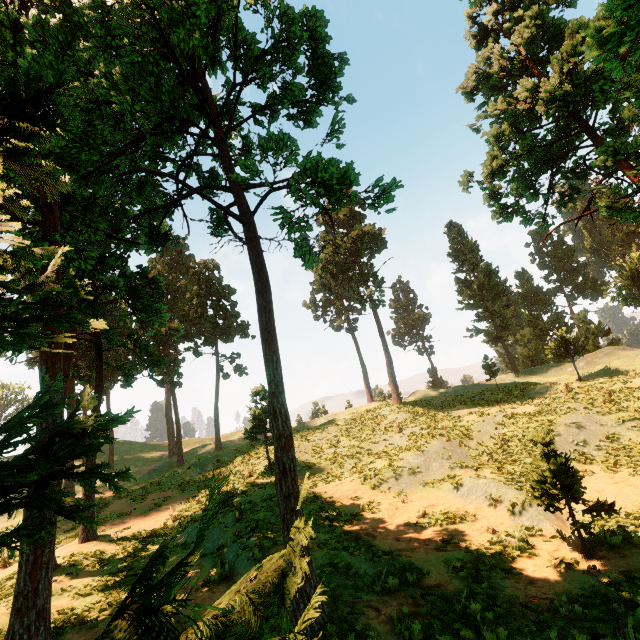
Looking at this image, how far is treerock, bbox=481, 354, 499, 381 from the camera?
34.3 meters

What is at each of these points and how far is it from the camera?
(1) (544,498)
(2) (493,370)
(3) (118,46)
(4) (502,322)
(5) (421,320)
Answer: (1) treerock, 9.6m
(2) treerock, 35.4m
(3) treerock, 9.1m
(4) treerock, 47.8m
(5) treerock, 54.6m

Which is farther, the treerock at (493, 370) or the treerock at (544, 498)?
the treerock at (493, 370)

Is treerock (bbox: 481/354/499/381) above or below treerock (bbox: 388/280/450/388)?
below

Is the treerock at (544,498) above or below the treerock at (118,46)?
below

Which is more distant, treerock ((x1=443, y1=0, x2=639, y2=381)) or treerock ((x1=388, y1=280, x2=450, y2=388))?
treerock ((x1=388, y1=280, x2=450, y2=388))
